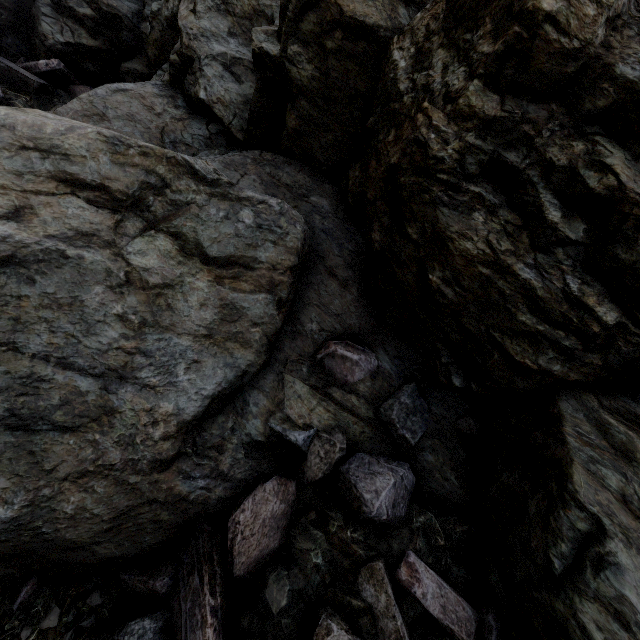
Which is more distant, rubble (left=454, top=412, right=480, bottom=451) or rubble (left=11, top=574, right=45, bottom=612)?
rubble (left=454, top=412, right=480, bottom=451)

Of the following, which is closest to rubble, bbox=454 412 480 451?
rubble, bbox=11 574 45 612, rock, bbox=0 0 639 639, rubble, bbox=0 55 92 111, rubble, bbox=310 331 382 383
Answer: rock, bbox=0 0 639 639

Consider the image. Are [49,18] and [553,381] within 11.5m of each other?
no

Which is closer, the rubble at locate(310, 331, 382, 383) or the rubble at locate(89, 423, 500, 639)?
the rubble at locate(89, 423, 500, 639)

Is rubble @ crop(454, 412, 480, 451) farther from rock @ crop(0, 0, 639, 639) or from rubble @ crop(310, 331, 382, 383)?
rubble @ crop(310, 331, 382, 383)

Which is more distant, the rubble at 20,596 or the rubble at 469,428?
the rubble at 469,428

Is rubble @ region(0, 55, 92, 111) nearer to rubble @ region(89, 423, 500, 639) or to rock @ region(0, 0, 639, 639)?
rock @ region(0, 0, 639, 639)

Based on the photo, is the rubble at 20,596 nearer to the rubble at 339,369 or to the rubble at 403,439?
the rubble at 403,439
